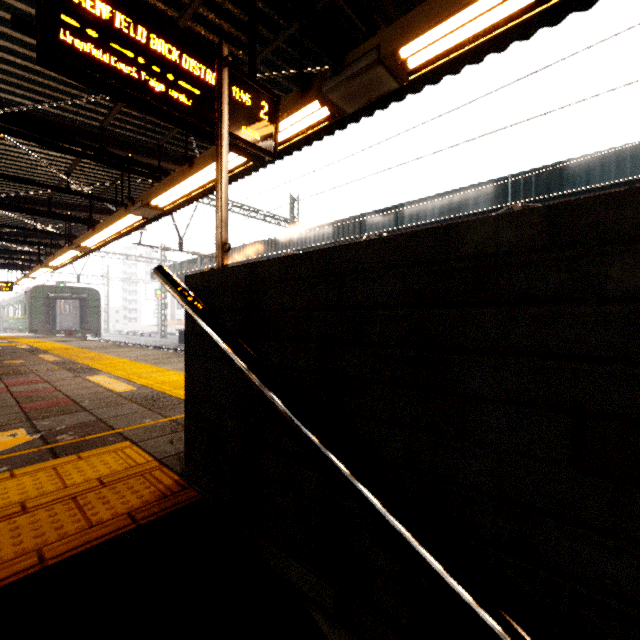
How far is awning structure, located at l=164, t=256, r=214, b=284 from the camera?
19.3m

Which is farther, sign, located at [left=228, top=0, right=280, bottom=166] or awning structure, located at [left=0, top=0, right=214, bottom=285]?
awning structure, located at [left=0, top=0, right=214, bottom=285]

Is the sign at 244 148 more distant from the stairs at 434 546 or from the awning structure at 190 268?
the awning structure at 190 268

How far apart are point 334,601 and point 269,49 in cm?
539

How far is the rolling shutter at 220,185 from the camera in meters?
1.5

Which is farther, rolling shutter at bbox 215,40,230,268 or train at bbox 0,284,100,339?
train at bbox 0,284,100,339

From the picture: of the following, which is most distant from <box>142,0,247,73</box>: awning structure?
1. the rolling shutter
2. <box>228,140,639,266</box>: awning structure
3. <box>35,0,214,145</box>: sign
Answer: <box>228,140,639,266</box>: awning structure

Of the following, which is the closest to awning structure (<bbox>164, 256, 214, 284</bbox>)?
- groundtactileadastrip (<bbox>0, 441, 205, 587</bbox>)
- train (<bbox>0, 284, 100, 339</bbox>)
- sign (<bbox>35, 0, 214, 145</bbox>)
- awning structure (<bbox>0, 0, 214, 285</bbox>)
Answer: train (<bbox>0, 284, 100, 339</bbox>)
